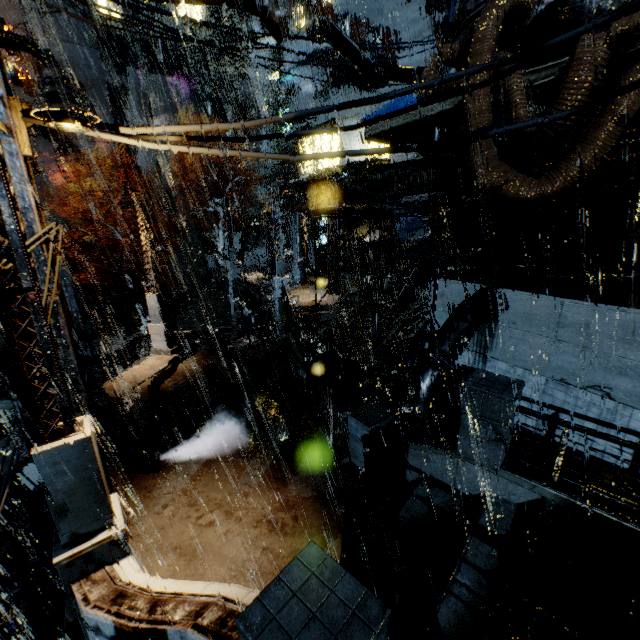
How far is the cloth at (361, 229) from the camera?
27.8m

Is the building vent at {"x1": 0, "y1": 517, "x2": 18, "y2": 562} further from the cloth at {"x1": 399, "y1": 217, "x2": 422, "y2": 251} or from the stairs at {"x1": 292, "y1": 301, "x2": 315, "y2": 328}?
the cloth at {"x1": 399, "y1": 217, "x2": 422, "y2": 251}

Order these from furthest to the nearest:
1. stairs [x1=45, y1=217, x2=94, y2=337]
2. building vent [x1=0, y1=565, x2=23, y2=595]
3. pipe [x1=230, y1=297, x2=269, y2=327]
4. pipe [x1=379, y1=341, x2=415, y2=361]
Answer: stairs [x1=45, y1=217, x2=94, y2=337] → pipe [x1=230, y1=297, x2=269, y2=327] → pipe [x1=379, y1=341, x2=415, y2=361] → building vent [x1=0, y1=565, x2=23, y2=595]

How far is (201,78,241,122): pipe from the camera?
40.9 meters

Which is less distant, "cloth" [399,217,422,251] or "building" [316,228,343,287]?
"building" [316,228,343,287]

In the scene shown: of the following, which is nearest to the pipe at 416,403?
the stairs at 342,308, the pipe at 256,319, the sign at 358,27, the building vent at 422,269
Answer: the stairs at 342,308

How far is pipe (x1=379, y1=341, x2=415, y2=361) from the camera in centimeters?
1416cm

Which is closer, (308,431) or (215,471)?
(215,471)
